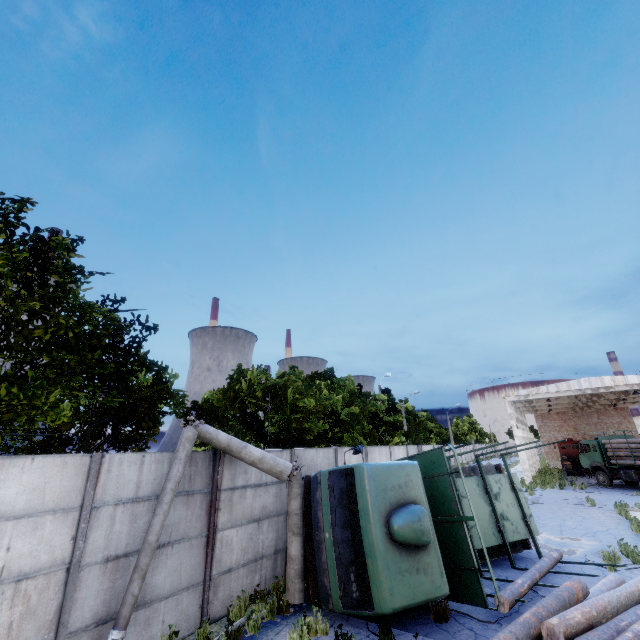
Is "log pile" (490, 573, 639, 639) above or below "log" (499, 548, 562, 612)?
above

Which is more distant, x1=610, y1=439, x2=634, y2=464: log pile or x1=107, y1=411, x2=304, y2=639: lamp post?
x1=610, y1=439, x2=634, y2=464: log pile

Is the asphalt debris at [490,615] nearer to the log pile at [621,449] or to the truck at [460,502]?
the truck at [460,502]

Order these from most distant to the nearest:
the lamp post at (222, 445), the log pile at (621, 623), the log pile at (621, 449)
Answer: the log pile at (621, 449) < the lamp post at (222, 445) < the log pile at (621, 623)

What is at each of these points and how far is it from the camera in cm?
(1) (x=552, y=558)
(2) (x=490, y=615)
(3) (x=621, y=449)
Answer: (1) log, 984
(2) asphalt debris, 736
(3) log pile, 2536

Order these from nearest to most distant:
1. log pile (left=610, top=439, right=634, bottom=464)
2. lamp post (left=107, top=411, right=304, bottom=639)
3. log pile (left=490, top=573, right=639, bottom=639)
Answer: log pile (left=490, top=573, right=639, bottom=639) < lamp post (left=107, top=411, right=304, bottom=639) < log pile (left=610, top=439, right=634, bottom=464)

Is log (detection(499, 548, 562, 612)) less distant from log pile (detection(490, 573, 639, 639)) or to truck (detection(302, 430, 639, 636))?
truck (detection(302, 430, 639, 636))

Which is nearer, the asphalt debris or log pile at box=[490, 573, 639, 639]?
log pile at box=[490, 573, 639, 639]
